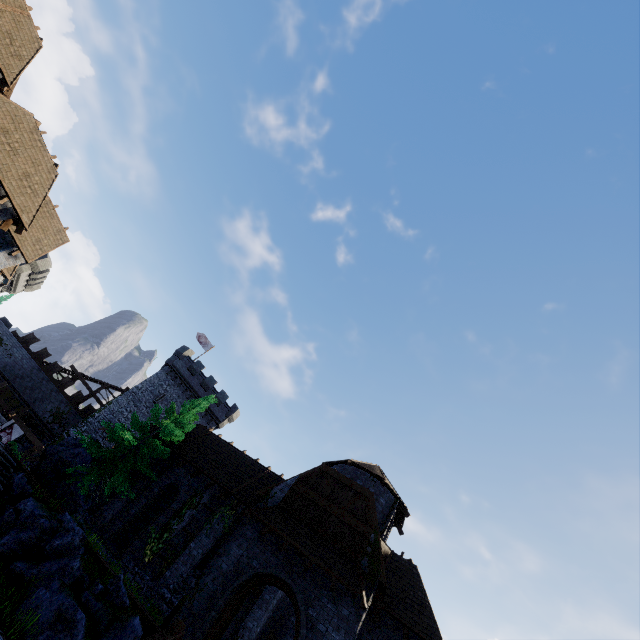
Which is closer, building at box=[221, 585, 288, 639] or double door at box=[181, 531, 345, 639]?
double door at box=[181, 531, 345, 639]

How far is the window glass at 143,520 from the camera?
17.7 meters

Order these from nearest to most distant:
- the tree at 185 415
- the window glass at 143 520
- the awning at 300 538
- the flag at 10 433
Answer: the awning at 300 538 < the tree at 185 415 < the window glass at 143 520 < the flag at 10 433

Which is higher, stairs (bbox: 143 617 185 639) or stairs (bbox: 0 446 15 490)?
stairs (bbox: 143 617 185 639)

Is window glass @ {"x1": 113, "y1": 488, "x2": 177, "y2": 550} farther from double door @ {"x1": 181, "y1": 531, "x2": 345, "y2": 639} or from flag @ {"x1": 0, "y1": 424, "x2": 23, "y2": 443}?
flag @ {"x1": 0, "y1": 424, "x2": 23, "y2": 443}

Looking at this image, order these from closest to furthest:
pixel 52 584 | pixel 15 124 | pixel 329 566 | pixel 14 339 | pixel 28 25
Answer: pixel 52 584, pixel 329 566, pixel 15 124, pixel 28 25, pixel 14 339

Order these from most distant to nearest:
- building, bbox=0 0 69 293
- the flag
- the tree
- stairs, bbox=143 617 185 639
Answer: the flag, the tree, building, bbox=0 0 69 293, stairs, bbox=143 617 185 639

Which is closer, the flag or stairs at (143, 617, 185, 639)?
stairs at (143, 617, 185, 639)
